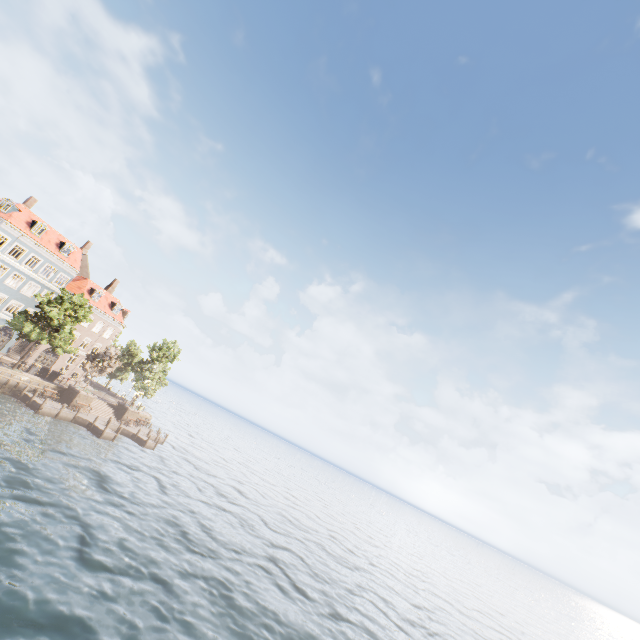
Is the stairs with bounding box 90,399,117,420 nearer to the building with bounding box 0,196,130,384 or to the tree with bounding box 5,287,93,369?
the building with bounding box 0,196,130,384

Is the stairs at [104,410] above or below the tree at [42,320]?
below

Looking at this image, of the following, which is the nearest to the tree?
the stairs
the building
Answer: the building

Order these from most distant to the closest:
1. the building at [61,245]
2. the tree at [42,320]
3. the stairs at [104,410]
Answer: the stairs at [104,410] → the building at [61,245] → the tree at [42,320]

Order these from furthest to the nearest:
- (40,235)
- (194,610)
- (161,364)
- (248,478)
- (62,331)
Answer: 1. (248,478)
2. (161,364)
3. (40,235)
4. (62,331)
5. (194,610)

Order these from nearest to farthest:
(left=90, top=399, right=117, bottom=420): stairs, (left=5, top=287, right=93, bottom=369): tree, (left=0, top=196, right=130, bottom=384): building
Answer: (left=5, top=287, right=93, bottom=369): tree, (left=0, top=196, right=130, bottom=384): building, (left=90, top=399, right=117, bottom=420): stairs
